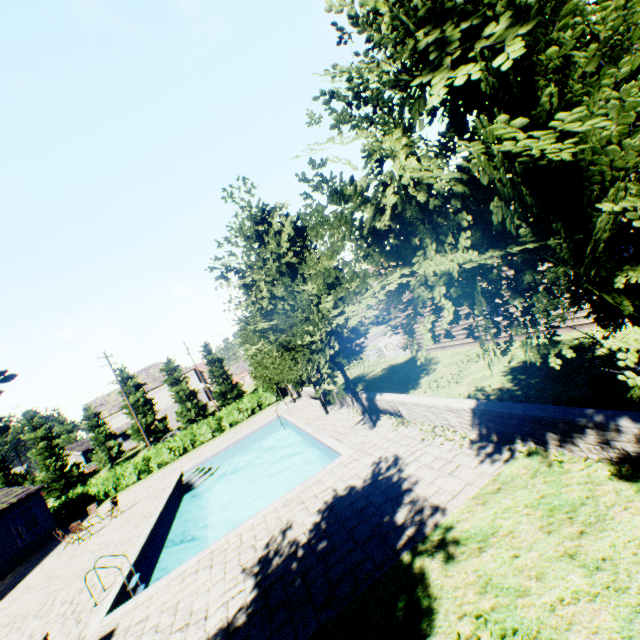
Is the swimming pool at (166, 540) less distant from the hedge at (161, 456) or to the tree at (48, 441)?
the tree at (48, 441)

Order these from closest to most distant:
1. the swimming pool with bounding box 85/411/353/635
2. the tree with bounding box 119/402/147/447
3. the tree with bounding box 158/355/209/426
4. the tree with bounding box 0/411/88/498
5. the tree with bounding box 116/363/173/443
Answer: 1. the swimming pool with bounding box 85/411/353/635
2. the tree with bounding box 0/411/88/498
3. the tree with bounding box 119/402/147/447
4. the tree with bounding box 116/363/173/443
5. the tree with bounding box 158/355/209/426

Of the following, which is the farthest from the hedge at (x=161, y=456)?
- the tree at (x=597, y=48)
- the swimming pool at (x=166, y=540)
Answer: the tree at (x=597, y=48)

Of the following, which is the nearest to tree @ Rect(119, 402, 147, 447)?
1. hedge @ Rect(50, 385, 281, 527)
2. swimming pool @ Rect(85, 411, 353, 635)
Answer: swimming pool @ Rect(85, 411, 353, 635)

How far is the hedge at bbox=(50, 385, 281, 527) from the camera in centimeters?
2541cm

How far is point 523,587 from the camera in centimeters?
394cm
